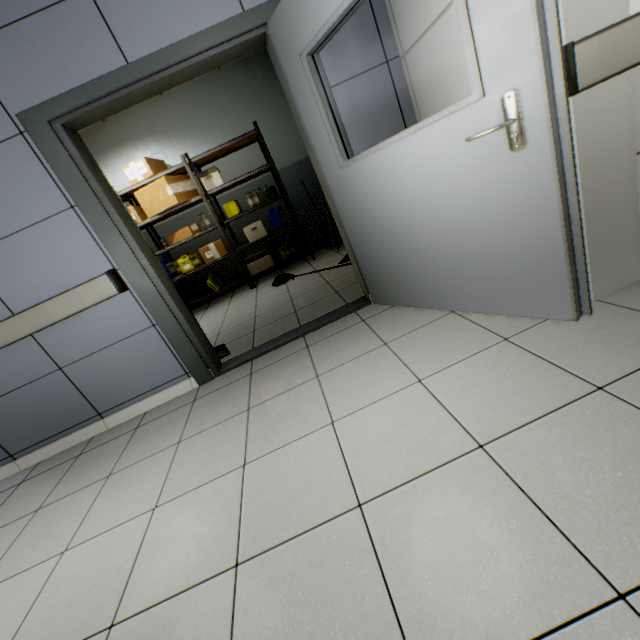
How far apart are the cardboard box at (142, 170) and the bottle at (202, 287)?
1.7m

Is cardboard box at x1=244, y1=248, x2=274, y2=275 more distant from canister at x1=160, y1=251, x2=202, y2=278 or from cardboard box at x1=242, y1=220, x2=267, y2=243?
canister at x1=160, y1=251, x2=202, y2=278

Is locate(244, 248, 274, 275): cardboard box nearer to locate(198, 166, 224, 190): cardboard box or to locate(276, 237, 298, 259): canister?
locate(276, 237, 298, 259): canister

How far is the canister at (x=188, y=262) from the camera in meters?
5.3 m

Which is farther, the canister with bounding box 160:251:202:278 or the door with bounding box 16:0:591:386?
the canister with bounding box 160:251:202:278

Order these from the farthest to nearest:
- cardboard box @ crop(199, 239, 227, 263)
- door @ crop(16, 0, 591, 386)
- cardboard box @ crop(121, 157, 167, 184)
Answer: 1. cardboard box @ crop(199, 239, 227, 263)
2. cardboard box @ crop(121, 157, 167, 184)
3. door @ crop(16, 0, 591, 386)

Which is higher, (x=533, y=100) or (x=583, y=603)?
(x=533, y=100)

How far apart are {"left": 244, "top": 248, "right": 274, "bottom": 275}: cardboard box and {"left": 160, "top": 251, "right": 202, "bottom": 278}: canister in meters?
0.8
